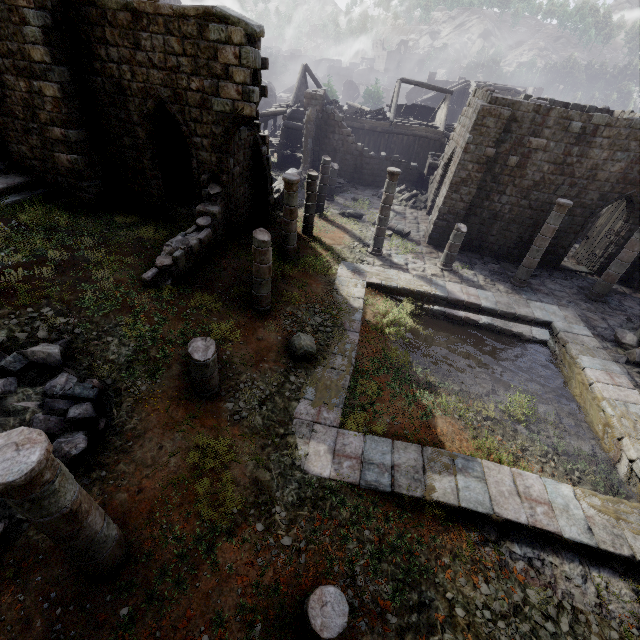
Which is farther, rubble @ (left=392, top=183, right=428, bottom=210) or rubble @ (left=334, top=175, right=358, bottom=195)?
rubble @ (left=334, top=175, right=358, bottom=195)

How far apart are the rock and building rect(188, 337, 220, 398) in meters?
2.1 m

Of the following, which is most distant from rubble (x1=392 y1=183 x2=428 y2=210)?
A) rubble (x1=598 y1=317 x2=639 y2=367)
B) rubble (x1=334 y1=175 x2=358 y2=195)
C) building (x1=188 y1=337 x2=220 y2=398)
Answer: building (x1=188 y1=337 x2=220 y2=398)

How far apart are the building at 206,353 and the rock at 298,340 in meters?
2.1

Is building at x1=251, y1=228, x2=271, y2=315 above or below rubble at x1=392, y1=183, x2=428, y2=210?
above

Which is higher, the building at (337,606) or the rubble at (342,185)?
the building at (337,606)

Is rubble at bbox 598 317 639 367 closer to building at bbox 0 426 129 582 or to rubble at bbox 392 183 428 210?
building at bbox 0 426 129 582

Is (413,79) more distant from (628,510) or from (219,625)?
(219,625)
